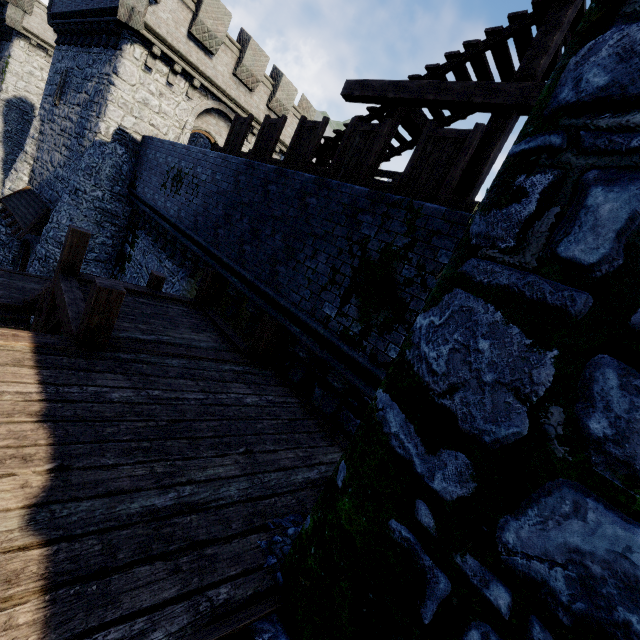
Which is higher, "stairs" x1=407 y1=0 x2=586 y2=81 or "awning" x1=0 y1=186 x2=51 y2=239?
"stairs" x1=407 y1=0 x2=586 y2=81

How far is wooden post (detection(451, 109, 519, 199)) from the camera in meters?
5.6

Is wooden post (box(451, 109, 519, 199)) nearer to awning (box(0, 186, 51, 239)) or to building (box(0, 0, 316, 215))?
building (box(0, 0, 316, 215))

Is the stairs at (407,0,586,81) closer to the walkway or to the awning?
the walkway

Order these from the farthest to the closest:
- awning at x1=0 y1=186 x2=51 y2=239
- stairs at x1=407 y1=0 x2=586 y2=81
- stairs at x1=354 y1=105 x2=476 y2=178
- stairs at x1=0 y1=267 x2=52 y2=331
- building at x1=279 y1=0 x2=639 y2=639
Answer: awning at x1=0 y1=186 x2=51 y2=239 → stairs at x1=0 y1=267 x2=52 y2=331 → stairs at x1=354 y1=105 x2=476 y2=178 → stairs at x1=407 y1=0 x2=586 y2=81 → building at x1=279 y1=0 x2=639 y2=639

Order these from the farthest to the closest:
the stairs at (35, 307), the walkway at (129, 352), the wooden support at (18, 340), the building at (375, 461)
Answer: the stairs at (35, 307) → the wooden support at (18, 340) → the walkway at (129, 352) → the building at (375, 461)

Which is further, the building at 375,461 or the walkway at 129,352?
the walkway at 129,352

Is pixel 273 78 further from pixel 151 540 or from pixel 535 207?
pixel 151 540
